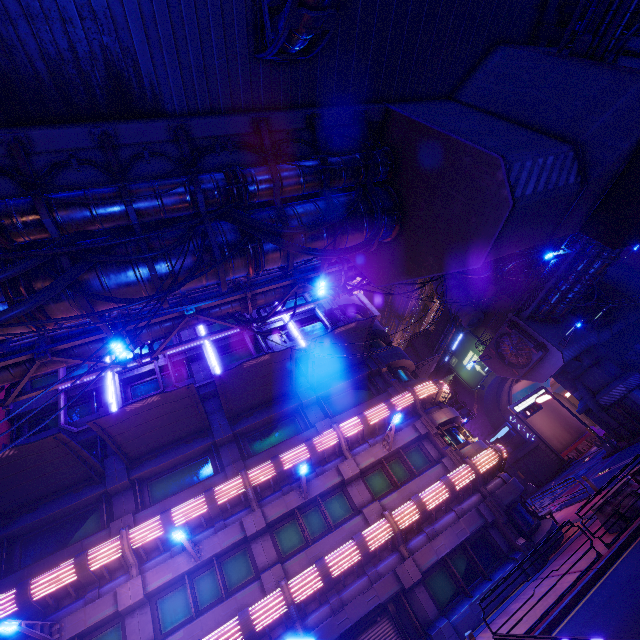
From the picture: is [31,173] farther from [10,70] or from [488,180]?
[488,180]

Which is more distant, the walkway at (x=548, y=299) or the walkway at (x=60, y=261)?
the walkway at (x=548, y=299)

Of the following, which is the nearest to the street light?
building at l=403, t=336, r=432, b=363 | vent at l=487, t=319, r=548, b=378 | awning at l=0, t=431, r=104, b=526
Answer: awning at l=0, t=431, r=104, b=526

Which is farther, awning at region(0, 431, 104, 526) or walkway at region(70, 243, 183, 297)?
awning at region(0, 431, 104, 526)

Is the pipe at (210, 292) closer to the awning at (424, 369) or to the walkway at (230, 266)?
the walkway at (230, 266)

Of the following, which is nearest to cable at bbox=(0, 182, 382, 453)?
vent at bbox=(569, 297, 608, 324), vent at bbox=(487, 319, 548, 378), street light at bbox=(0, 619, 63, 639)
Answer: street light at bbox=(0, 619, 63, 639)

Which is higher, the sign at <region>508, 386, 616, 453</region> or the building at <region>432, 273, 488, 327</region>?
the building at <region>432, 273, 488, 327</region>

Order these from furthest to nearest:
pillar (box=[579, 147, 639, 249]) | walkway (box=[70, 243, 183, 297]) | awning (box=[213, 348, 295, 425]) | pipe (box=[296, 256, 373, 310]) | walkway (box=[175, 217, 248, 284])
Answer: pipe (box=[296, 256, 373, 310])
awning (box=[213, 348, 295, 425])
pillar (box=[579, 147, 639, 249])
walkway (box=[175, 217, 248, 284])
walkway (box=[70, 243, 183, 297])
